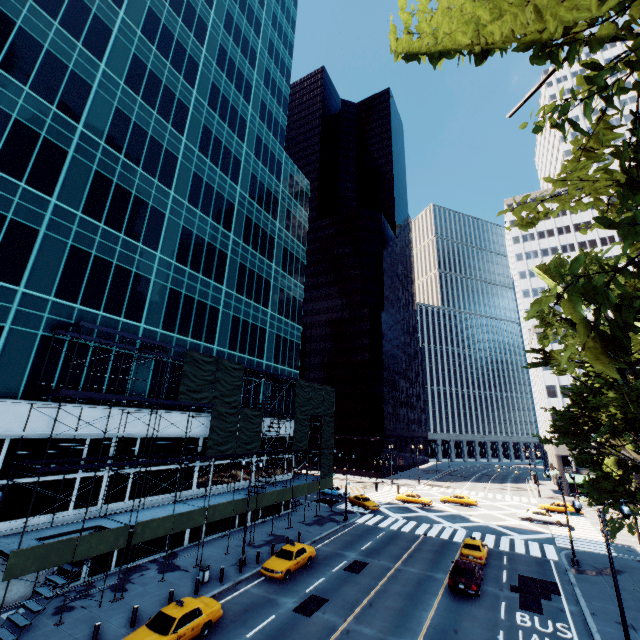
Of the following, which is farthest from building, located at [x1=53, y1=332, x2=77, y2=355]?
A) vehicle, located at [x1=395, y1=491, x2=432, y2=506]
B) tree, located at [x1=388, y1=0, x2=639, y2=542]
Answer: tree, located at [x1=388, y1=0, x2=639, y2=542]

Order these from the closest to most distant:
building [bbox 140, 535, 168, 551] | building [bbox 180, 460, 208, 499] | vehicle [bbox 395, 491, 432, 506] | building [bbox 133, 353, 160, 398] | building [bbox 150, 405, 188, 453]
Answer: building [bbox 140, 535, 168, 551]
building [bbox 133, 353, 160, 398]
building [bbox 150, 405, 188, 453]
building [bbox 180, 460, 208, 499]
vehicle [bbox 395, 491, 432, 506]

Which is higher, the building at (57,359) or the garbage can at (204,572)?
the building at (57,359)

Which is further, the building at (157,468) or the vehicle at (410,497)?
the vehicle at (410,497)

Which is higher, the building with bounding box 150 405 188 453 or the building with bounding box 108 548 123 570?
the building with bounding box 150 405 188 453

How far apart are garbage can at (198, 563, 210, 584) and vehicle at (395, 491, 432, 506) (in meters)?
34.33

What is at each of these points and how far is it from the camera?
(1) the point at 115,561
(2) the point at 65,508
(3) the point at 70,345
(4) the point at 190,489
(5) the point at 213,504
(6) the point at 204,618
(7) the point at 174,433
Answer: (1) building, 22.8m
(2) building, 20.6m
(3) building, 21.9m
(4) building, 28.6m
(5) scaffolding, 25.8m
(6) vehicle, 16.4m
(7) building, 27.4m

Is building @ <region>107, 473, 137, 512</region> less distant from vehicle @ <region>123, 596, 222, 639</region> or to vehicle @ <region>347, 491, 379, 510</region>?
vehicle @ <region>123, 596, 222, 639</region>
